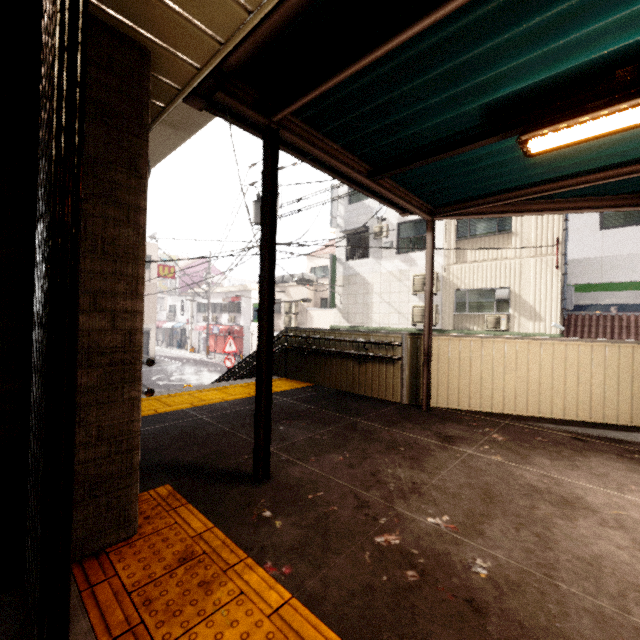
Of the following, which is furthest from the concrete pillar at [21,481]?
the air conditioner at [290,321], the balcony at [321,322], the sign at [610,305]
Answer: the air conditioner at [290,321]

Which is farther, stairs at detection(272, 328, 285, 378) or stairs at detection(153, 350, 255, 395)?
stairs at detection(272, 328, 285, 378)

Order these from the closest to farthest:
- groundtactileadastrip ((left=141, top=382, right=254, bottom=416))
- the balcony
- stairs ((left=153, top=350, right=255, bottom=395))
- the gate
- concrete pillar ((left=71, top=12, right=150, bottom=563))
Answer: the gate < concrete pillar ((left=71, top=12, right=150, bottom=563)) < groundtactileadastrip ((left=141, top=382, right=254, bottom=416)) < stairs ((left=153, top=350, right=255, bottom=395)) < the balcony

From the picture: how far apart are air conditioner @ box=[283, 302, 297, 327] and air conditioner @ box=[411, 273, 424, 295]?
8.42m

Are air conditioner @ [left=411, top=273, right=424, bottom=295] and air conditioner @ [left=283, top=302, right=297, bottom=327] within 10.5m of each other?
yes

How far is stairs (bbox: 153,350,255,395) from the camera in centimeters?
591cm

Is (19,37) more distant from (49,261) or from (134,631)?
(134,631)

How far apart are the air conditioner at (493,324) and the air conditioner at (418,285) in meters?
2.0
